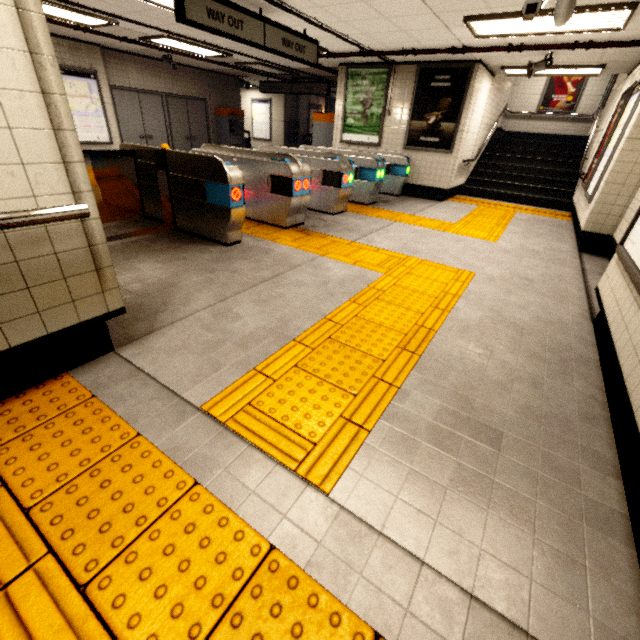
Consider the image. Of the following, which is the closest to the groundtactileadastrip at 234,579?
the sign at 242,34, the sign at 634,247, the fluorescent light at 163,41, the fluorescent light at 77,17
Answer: the sign at 634,247

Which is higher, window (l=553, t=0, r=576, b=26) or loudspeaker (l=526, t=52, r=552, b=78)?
loudspeaker (l=526, t=52, r=552, b=78)

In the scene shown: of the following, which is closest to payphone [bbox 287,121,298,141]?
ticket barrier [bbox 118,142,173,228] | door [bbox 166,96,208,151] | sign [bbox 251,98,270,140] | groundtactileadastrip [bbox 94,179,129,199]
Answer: sign [bbox 251,98,270,140]

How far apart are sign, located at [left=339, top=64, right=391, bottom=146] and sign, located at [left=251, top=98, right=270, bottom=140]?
8.3m

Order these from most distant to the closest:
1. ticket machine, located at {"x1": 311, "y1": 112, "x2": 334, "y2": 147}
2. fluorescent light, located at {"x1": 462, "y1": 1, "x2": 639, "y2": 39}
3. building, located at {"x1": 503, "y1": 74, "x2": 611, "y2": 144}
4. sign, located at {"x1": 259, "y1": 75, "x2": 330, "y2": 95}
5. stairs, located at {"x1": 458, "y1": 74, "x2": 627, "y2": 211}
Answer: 1. building, located at {"x1": 503, "y1": 74, "x2": 611, "y2": 144}
2. sign, located at {"x1": 259, "y1": 75, "x2": 330, "y2": 95}
3. ticket machine, located at {"x1": 311, "y1": 112, "x2": 334, "y2": 147}
4. stairs, located at {"x1": 458, "y1": 74, "x2": 627, "y2": 211}
5. fluorescent light, located at {"x1": 462, "y1": 1, "x2": 639, "y2": 39}

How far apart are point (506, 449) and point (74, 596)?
2.0 meters

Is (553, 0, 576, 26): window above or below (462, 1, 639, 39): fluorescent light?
below

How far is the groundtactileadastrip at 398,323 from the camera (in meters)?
1.72
